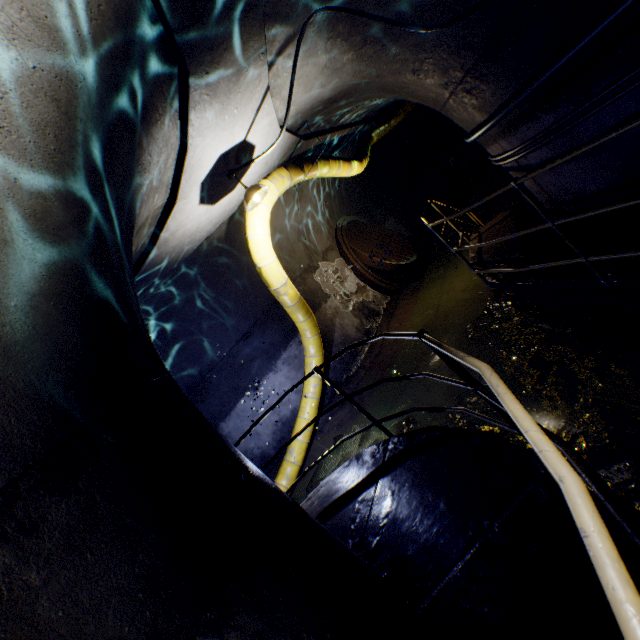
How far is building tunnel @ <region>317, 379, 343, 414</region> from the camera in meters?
7.5

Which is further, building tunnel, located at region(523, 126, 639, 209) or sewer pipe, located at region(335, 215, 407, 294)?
sewer pipe, located at region(335, 215, 407, 294)

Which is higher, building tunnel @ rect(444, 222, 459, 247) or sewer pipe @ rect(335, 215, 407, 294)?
sewer pipe @ rect(335, 215, 407, 294)

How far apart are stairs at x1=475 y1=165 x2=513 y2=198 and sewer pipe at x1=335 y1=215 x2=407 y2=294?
2.80m

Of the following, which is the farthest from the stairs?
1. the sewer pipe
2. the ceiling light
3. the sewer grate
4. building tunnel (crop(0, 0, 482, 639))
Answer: the ceiling light

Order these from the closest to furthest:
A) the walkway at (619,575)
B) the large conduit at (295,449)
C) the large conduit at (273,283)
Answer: the walkway at (619,575), the large conduit at (273,283), the large conduit at (295,449)

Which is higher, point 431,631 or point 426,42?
point 426,42

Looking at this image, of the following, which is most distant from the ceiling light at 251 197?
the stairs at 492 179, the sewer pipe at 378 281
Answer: the stairs at 492 179
